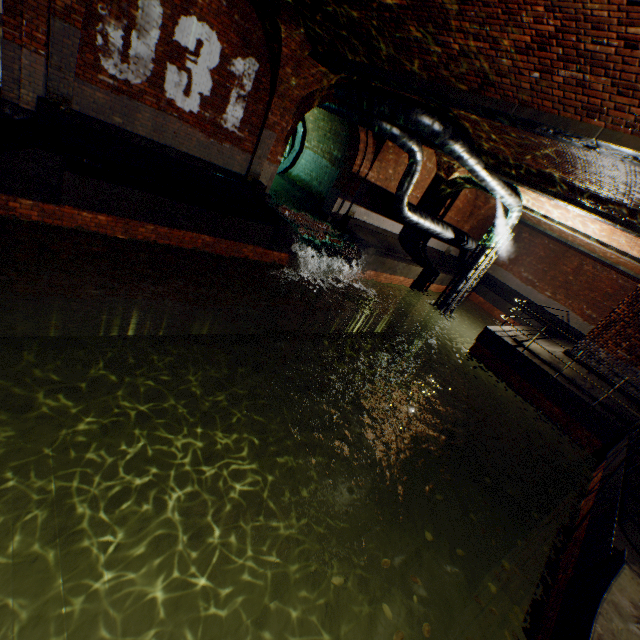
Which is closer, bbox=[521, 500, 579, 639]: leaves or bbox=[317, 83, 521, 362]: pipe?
bbox=[521, 500, 579, 639]: leaves

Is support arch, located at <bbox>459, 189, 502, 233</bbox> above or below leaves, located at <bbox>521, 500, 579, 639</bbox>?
above

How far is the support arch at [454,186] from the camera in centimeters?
1452cm

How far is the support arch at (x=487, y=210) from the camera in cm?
1819

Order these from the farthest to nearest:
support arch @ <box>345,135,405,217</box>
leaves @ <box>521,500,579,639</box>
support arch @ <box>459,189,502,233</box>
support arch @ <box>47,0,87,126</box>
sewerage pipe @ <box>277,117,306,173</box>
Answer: support arch @ <box>459,189,502,233</box> → sewerage pipe @ <box>277,117,306,173</box> → support arch @ <box>345,135,405,217</box> → support arch @ <box>47,0,87,126</box> → leaves @ <box>521,500,579,639</box>

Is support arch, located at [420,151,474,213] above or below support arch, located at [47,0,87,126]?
above

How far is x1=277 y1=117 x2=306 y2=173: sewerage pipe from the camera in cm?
1572

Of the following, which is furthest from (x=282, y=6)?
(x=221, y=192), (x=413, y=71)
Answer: (x=221, y=192)
